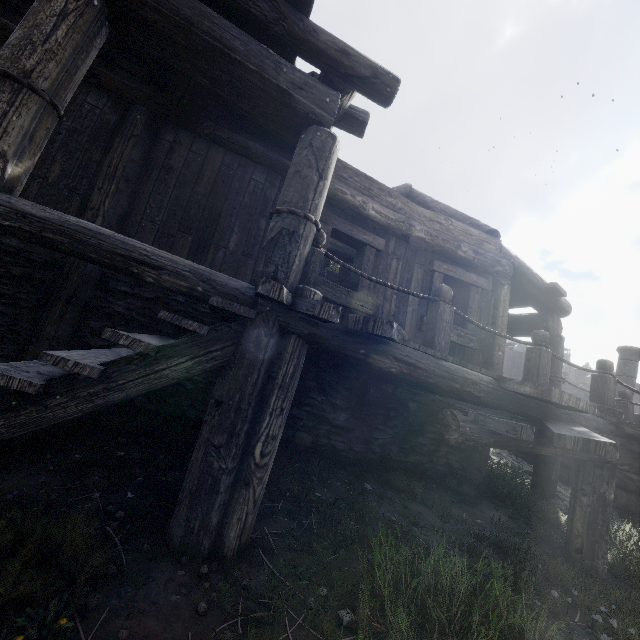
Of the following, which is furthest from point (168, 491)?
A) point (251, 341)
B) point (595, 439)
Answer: point (595, 439)
